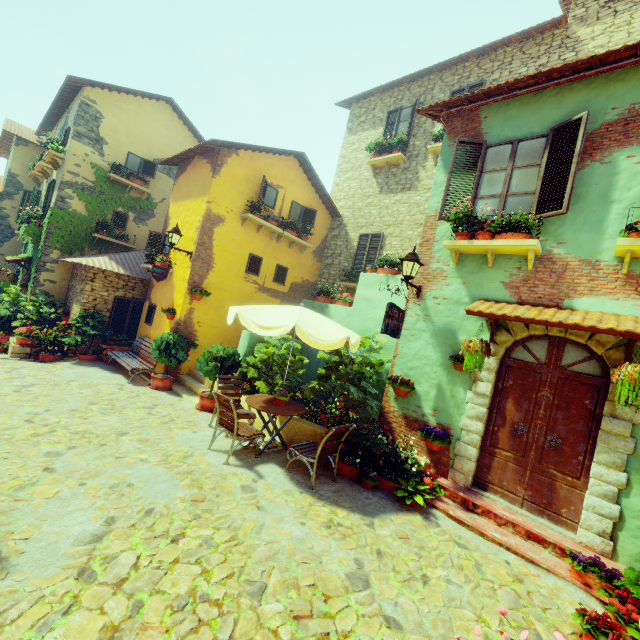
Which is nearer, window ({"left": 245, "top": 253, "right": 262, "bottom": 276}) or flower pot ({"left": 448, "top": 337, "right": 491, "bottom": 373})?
flower pot ({"left": 448, "top": 337, "right": 491, "bottom": 373})

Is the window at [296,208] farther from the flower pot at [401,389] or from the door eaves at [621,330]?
the flower pot at [401,389]

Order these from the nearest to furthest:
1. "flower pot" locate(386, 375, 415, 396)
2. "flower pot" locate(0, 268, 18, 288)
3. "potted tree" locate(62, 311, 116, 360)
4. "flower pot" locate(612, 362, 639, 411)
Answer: "flower pot" locate(612, 362, 639, 411) → "flower pot" locate(386, 375, 415, 396) → "potted tree" locate(62, 311, 116, 360) → "flower pot" locate(0, 268, 18, 288)

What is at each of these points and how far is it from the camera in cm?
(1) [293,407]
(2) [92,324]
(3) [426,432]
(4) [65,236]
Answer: (1) table, 630
(2) potted tree, 1016
(3) flower pot, 598
(4) vines, 1210

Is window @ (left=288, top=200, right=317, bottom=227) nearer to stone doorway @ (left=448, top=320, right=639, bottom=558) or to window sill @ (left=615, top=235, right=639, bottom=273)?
window sill @ (left=615, top=235, right=639, bottom=273)

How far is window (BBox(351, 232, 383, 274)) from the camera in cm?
1191

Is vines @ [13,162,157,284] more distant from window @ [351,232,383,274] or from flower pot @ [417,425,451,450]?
flower pot @ [417,425,451,450]

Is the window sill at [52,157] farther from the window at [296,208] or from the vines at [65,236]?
the vines at [65,236]
